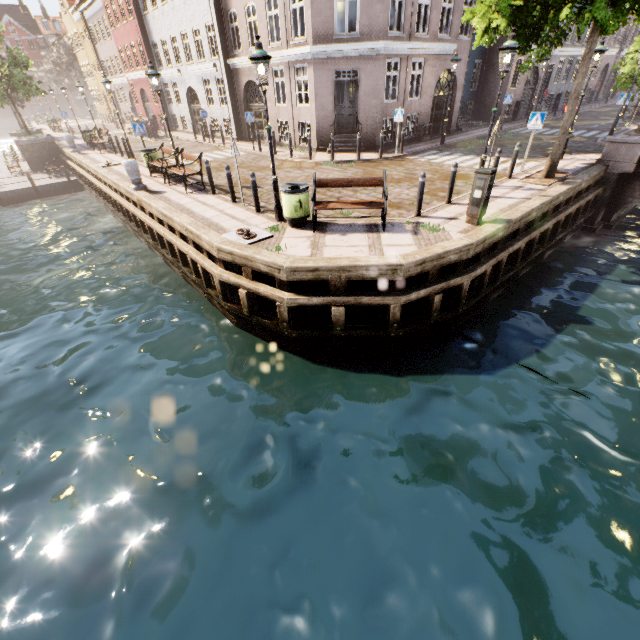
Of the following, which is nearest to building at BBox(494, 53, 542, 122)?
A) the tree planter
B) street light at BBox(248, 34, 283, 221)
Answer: the tree planter

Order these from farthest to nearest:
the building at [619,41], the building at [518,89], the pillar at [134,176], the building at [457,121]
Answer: the building at [619,41] < the building at [518,89] < the building at [457,121] < the pillar at [134,176]

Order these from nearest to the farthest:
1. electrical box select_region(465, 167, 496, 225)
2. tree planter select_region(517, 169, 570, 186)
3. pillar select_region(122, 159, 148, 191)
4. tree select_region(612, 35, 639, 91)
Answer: electrical box select_region(465, 167, 496, 225), tree planter select_region(517, 169, 570, 186), pillar select_region(122, 159, 148, 191), tree select_region(612, 35, 639, 91)

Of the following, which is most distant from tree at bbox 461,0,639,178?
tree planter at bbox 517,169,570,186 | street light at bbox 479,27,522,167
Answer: street light at bbox 479,27,522,167

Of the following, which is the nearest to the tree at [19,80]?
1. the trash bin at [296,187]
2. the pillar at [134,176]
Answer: Answer: the trash bin at [296,187]

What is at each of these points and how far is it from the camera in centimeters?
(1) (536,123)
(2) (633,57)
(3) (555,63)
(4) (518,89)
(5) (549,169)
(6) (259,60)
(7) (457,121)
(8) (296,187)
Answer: (1) sign, 1108cm
(2) tree, 1622cm
(3) building, 2623cm
(4) building, 2422cm
(5) tree, 1102cm
(6) street light, 677cm
(7) building, 2088cm
(8) trash bin, 823cm

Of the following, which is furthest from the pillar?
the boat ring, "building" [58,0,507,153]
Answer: "building" [58,0,507,153]

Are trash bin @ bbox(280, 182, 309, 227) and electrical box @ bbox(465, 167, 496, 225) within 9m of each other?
yes
